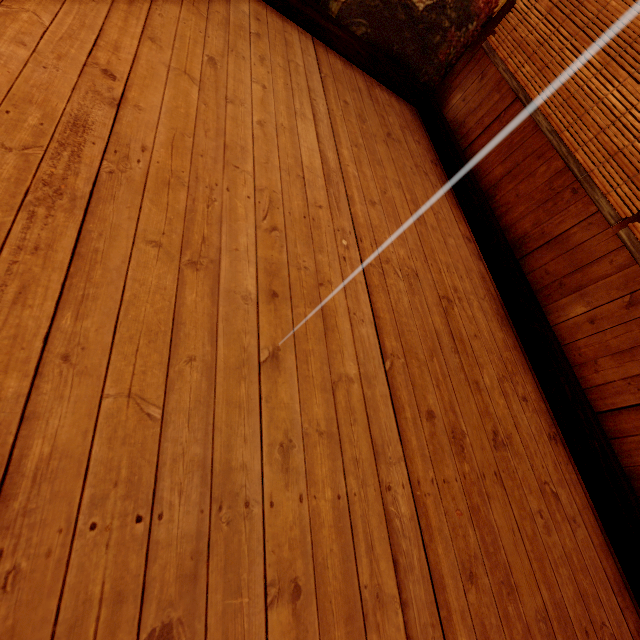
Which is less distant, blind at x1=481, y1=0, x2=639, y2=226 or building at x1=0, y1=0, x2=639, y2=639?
building at x1=0, y1=0, x2=639, y2=639

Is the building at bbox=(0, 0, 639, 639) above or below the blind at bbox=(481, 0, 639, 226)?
below

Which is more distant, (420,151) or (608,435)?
(420,151)

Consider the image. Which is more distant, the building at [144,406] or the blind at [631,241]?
the blind at [631,241]

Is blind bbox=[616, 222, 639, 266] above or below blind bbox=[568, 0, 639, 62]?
below
